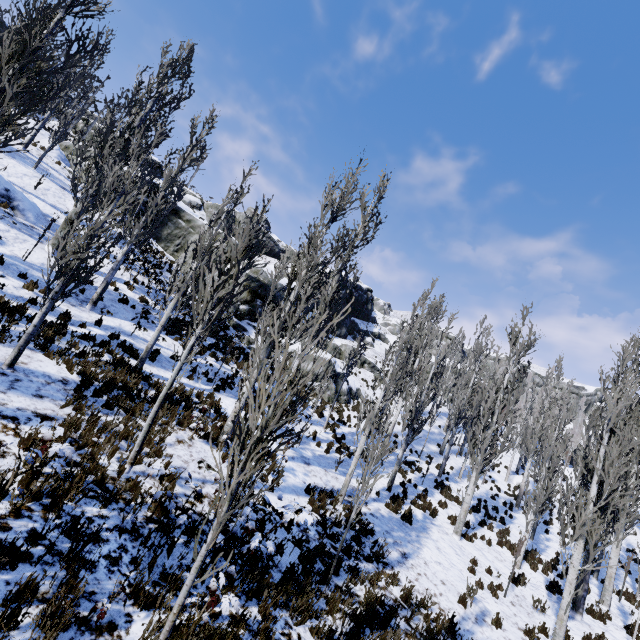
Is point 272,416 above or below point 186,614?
above

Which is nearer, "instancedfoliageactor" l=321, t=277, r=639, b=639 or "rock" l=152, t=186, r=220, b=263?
"instancedfoliageactor" l=321, t=277, r=639, b=639

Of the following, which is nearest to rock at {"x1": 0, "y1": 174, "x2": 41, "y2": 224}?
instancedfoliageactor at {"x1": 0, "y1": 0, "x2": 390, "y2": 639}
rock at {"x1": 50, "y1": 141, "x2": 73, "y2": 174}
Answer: instancedfoliageactor at {"x1": 0, "y1": 0, "x2": 390, "y2": 639}

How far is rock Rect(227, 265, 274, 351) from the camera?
22.20m

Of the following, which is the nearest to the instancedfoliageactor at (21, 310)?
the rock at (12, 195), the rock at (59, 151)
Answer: the rock at (59, 151)
